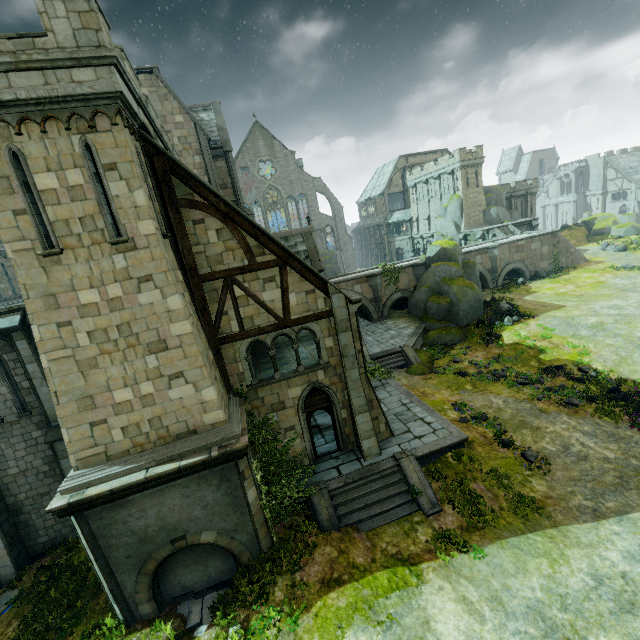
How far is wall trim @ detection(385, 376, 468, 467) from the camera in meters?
13.7 m

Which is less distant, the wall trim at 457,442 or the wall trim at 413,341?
the wall trim at 457,442

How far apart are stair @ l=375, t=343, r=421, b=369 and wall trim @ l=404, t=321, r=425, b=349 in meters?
0.0

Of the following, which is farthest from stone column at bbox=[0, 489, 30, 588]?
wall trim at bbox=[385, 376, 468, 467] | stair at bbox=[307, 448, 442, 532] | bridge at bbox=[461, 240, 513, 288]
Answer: bridge at bbox=[461, 240, 513, 288]

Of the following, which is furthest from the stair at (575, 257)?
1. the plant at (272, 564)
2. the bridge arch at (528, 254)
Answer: the plant at (272, 564)

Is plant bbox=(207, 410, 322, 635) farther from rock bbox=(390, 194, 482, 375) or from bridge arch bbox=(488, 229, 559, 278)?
bridge arch bbox=(488, 229, 559, 278)

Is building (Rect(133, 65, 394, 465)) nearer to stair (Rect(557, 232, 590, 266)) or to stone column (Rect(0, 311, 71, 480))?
stone column (Rect(0, 311, 71, 480))

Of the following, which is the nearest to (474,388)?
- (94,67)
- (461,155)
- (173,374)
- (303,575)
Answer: (303,575)
